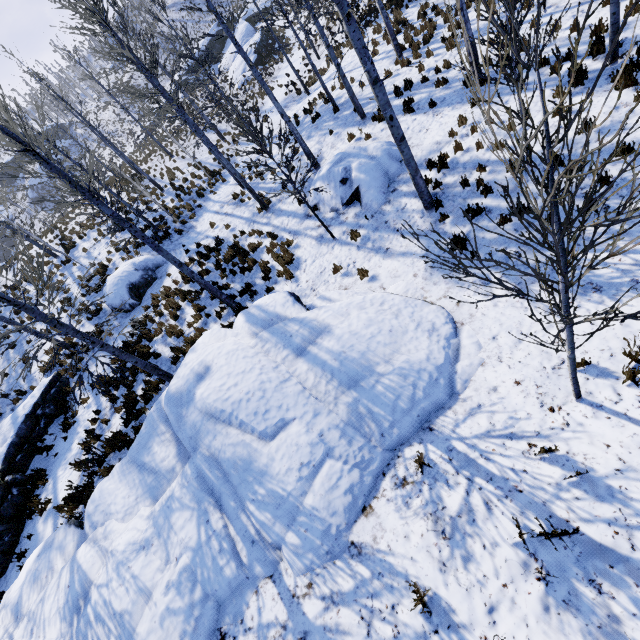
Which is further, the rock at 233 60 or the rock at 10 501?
the rock at 233 60

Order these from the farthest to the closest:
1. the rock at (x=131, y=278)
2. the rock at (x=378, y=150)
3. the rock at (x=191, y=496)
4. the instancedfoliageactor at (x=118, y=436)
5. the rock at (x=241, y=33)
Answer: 1. the rock at (x=241, y=33)
2. the rock at (x=131, y=278)
3. the rock at (x=378, y=150)
4. the instancedfoliageactor at (x=118, y=436)
5. the rock at (x=191, y=496)

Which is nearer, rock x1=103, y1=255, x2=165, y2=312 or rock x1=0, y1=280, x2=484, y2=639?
rock x1=0, y1=280, x2=484, y2=639

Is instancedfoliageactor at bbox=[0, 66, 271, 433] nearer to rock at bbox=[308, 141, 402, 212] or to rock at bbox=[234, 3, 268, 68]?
rock at bbox=[308, 141, 402, 212]

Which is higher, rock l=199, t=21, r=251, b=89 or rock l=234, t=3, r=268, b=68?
rock l=234, t=3, r=268, b=68

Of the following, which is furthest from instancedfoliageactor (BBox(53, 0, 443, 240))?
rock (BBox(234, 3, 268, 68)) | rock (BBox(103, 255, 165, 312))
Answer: rock (BBox(234, 3, 268, 68))

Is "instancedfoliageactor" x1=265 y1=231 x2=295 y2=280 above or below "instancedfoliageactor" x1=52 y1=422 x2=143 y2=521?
below

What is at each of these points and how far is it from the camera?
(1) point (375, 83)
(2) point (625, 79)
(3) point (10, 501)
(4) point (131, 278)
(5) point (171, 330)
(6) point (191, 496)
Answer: (1) instancedfoliageactor, 6.36m
(2) instancedfoliageactor, 6.54m
(3) rock, 9.53m
(4) rock, 15.28m
(5) instancedfoliageactor, 11.85m
(6) rock, 5.77m
